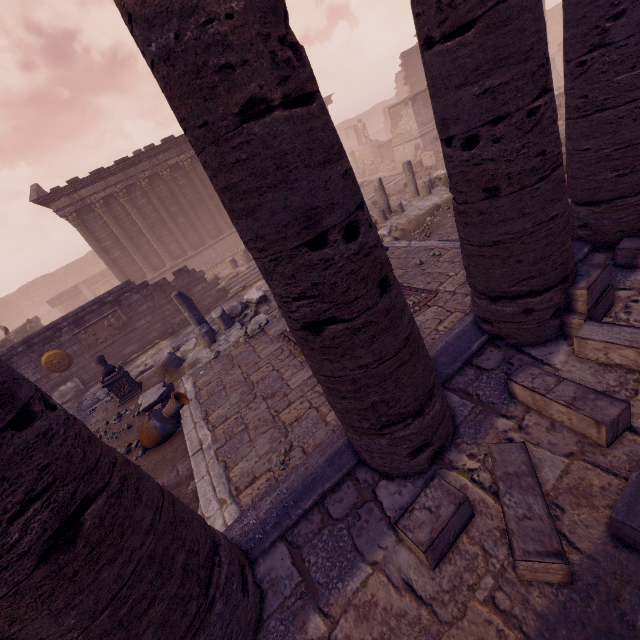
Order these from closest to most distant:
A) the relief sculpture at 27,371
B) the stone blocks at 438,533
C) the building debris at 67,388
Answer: the stone blocks at 438,533 < the relief sculpture at 27,371 < the building debris at 67,388

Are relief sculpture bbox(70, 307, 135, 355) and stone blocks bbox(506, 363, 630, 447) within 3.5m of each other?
no

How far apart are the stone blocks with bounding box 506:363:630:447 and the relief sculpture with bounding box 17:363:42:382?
15.56m

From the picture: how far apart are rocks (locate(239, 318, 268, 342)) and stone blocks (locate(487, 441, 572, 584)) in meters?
6.6 m

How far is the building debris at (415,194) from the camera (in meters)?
11.40

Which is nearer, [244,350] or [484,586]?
[484,586]

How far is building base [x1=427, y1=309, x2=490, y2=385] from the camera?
3.87m

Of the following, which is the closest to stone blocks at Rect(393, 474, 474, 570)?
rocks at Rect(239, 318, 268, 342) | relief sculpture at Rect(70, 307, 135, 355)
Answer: rocks at Rect(239, 318, 268, 342)
